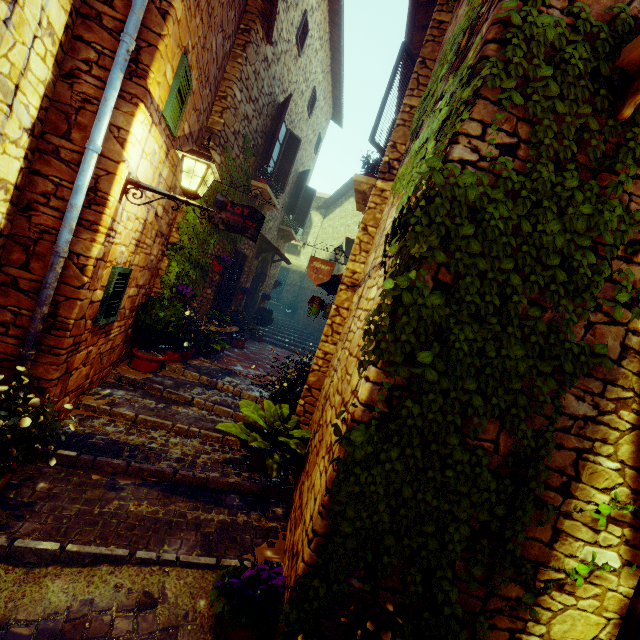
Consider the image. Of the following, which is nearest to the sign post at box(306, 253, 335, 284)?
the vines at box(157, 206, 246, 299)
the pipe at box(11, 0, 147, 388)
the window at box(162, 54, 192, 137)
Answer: the vines at box(157, 206, 246, 299)

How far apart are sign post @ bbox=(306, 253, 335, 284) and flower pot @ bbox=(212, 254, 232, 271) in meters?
2.3

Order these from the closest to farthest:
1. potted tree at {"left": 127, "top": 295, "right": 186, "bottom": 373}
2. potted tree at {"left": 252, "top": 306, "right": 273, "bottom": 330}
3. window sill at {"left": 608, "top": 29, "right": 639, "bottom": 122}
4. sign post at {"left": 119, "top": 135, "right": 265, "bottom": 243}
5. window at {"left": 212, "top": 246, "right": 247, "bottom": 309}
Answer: window sill at {"left": 608, "top": 29, "right": 639, "bottom": 122} → sign post at {"left": 119, "top": 135, "right": 265, "bottom": 243} → potted tree at {"left": 127, "top": 295, "right": 186, "bottom": 373} → window at {"left": 212, "top": 246, "right": 247, "bottom": 309} → potted tree at {"left": 252, "top": 306, "right": 273, "bottom": 330}

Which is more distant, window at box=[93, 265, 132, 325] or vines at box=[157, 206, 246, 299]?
vines at box=[157, 206, 246, 299]

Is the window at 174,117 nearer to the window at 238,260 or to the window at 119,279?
the window at 119,279

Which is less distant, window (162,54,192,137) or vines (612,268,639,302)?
vines (612,268,639,302)

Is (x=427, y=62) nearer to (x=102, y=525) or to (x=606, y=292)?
(x=606, y=292)

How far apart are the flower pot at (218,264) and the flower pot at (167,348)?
1.44m
